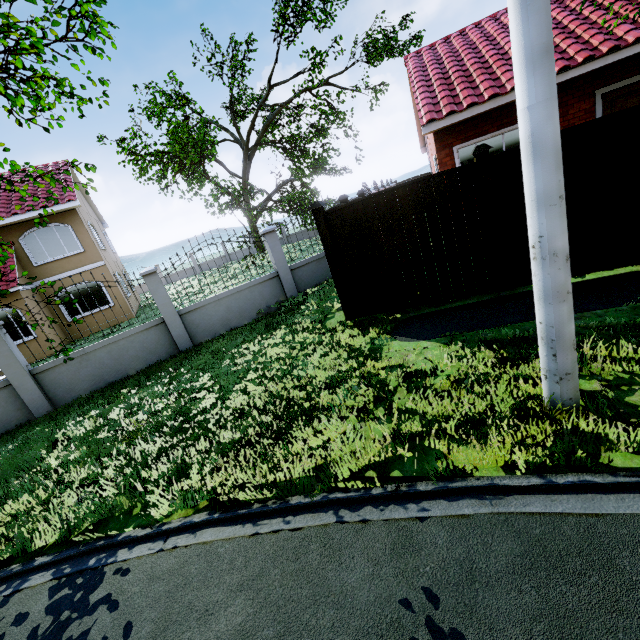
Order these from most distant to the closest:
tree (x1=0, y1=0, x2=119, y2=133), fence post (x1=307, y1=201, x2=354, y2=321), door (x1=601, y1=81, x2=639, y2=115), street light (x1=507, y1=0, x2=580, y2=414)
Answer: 1. door (x1=601, y1=81, x2=639, y2=115)
2. fence post (x1=307, y1=201, x2=354, y2=321)
3. tree (x1=0, y1=0, x2=119, y2=133)
4. street light (x1=507, y1=0, x2=580, y2=414)

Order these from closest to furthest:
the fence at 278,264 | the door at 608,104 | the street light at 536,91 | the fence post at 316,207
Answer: the street light at 536,91, the fence post at 316,207, the fence at 278,264, the door at 608,104

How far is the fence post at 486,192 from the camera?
5.28m

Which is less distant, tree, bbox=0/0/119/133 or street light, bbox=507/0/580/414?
street light, bbox=507/0/580/414

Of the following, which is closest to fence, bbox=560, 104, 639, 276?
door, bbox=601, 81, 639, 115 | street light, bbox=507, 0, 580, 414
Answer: street light, bbox=507, 0, 580, 414

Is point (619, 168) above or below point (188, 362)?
above

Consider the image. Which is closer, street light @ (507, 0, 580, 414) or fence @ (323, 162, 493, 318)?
street light @ (507, 0, 580, 414)

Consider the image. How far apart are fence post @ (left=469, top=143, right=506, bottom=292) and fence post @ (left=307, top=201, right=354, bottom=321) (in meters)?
2.70
